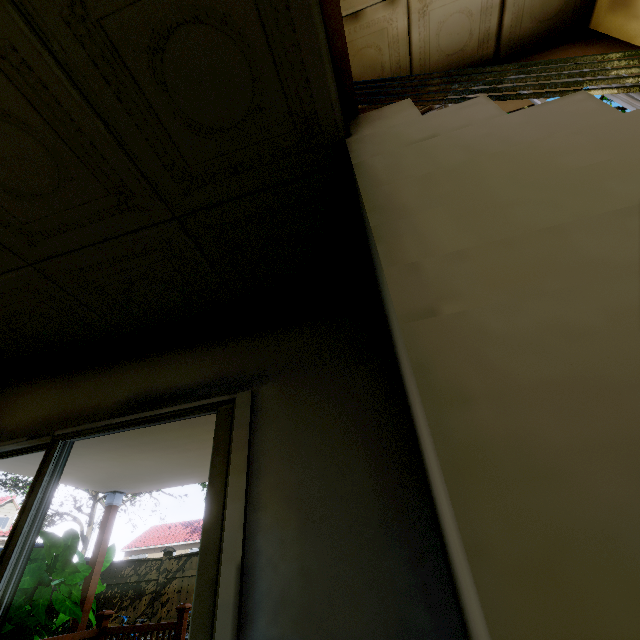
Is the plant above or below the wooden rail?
above

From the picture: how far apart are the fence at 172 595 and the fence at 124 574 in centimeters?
13cm

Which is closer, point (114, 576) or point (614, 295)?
point (614, 295)

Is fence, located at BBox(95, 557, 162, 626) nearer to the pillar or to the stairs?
the pillar

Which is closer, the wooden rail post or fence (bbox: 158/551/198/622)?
the wooden rail post

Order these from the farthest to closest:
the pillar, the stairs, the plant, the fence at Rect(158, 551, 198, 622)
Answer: the fence at Rect(158, 551, 198, 622) < the pillar < the plant < the stairs

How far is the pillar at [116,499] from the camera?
4.24m

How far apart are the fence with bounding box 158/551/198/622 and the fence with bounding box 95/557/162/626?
0.1m
